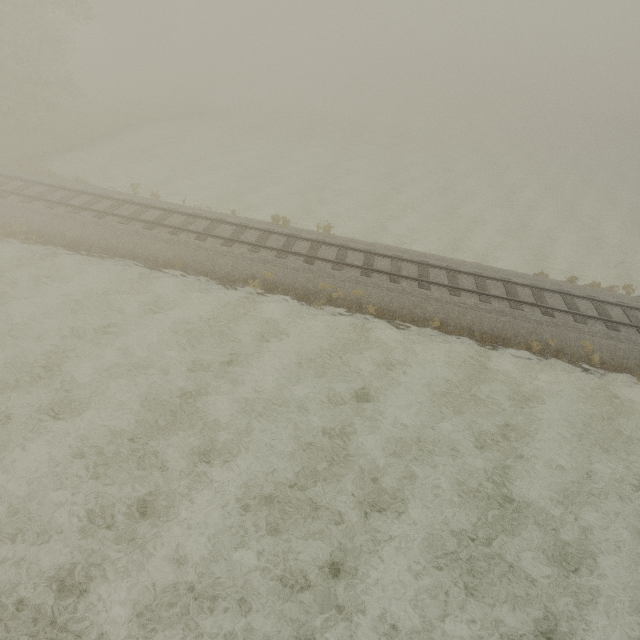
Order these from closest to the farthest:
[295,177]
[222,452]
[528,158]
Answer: [222,452]
[295,177]
[528,158]
